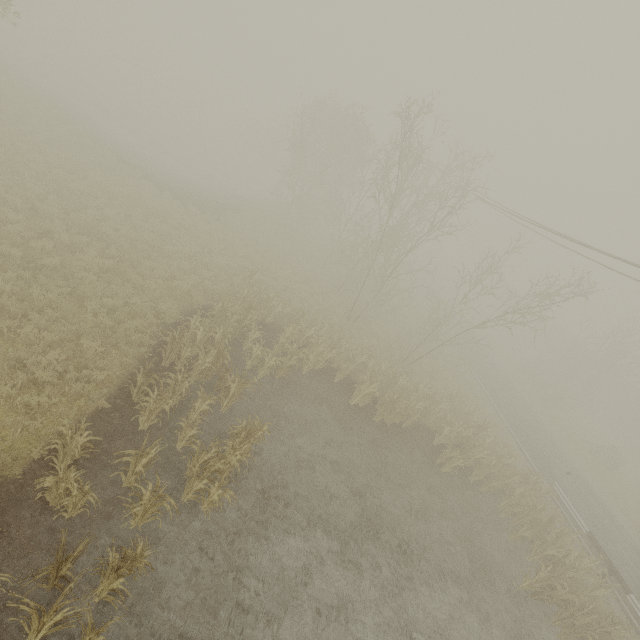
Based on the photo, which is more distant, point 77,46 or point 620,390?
point 77,46

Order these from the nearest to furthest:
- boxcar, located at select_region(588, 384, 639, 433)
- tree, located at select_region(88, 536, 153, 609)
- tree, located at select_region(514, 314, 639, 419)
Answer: tree, located at select_region(88, 536, 153, 609)
tree, located at select_region(514, 314, 639, 419)
boxcar, located at select_region(588, 384, 639, 433)

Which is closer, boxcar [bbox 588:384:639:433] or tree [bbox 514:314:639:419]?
tree [bbox 514:314:639:419]

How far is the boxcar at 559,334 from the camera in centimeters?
4900cm

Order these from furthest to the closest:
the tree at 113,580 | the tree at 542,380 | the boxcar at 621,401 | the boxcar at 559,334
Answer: the boxcar at 559,334 → the boxcar at 621,401 → the tree at 542,380 → the tree at 113,580

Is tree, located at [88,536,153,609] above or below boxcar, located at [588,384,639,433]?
below

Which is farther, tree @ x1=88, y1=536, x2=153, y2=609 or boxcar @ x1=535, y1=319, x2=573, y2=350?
boxcar @ x1=535, y1=319, x2=573, y2=350
